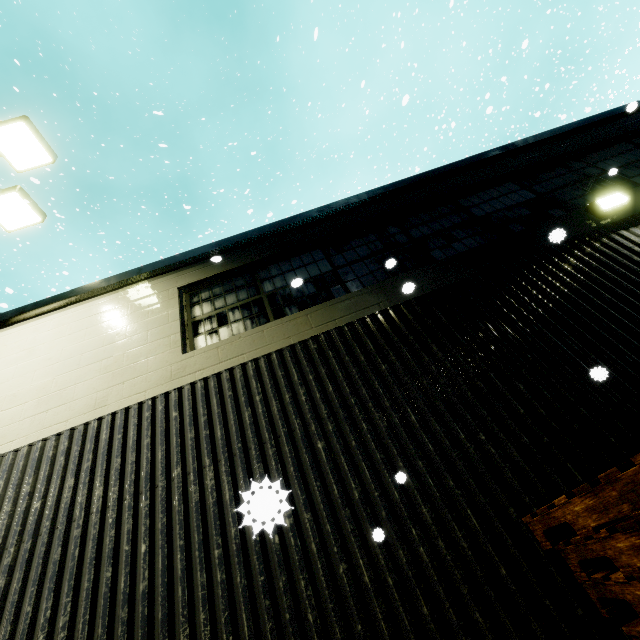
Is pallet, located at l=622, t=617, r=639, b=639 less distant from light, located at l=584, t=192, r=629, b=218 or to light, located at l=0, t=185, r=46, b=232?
light, located at l=0, t=185, r=46, b=232

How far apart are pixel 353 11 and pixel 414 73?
7.1m

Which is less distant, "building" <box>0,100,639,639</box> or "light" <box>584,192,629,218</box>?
"building" <box>0,100,639,639</box>

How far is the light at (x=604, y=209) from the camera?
4.73m

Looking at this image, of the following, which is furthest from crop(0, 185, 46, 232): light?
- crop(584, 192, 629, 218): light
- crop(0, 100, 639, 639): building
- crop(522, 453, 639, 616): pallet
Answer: crop(584, 192, 629, 218): light

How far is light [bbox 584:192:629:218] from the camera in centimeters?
473cm

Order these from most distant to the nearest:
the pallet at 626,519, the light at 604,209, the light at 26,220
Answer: the light at 26,220
the light at 604,209
the pallet at 626,519

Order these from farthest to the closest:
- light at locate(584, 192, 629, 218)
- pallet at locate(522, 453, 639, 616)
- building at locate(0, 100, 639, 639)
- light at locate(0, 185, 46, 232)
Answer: light at locate(0, 185, 46, 232) < light at locate(584, 192, 629, 218) < building at locate(0, 100, 639, 639) < pallet at locate(522, 453, 639, 616)
